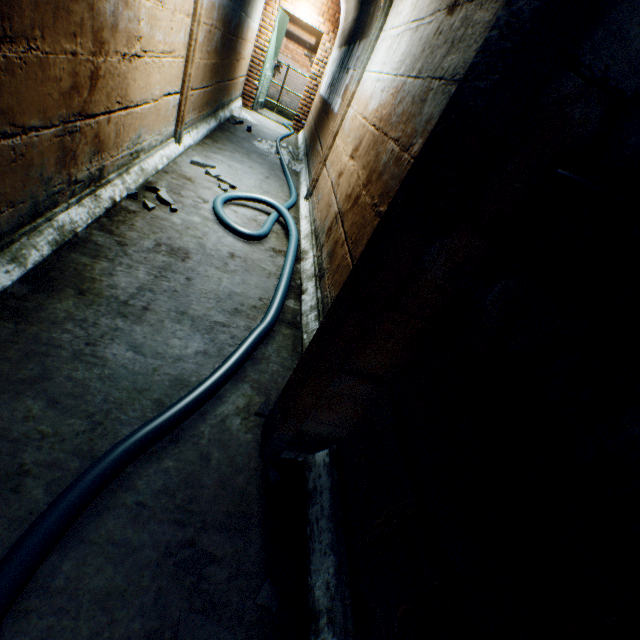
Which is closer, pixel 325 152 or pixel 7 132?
pixel 7 132

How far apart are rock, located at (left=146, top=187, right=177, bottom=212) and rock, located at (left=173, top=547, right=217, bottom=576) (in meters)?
2.51

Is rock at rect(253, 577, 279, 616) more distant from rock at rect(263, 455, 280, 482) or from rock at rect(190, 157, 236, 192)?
rock at rect(190, 157, 236, 192)

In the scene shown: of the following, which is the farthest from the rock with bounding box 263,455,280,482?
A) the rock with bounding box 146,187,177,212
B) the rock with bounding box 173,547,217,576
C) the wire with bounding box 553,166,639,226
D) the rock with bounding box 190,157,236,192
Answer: the rock with bounding box 190,157,236,192

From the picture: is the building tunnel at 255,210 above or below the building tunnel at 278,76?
below

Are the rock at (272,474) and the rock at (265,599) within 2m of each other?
yes

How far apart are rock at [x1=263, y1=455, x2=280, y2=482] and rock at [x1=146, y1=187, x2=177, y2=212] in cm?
211

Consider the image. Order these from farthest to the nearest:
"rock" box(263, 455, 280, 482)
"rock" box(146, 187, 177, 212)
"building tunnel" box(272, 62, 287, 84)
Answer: "building tunnel" box(272, 62, 287, 84) → "rock" box(146, 187, 177, 212) → "rock" box(263, 455, 280, 482)
